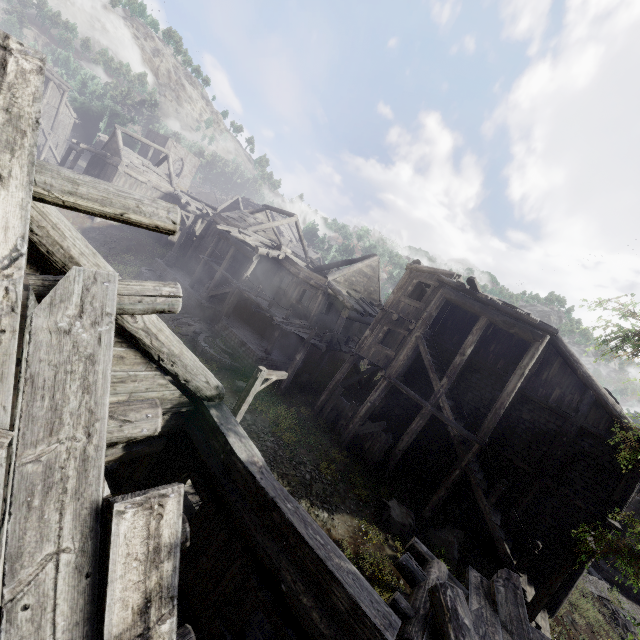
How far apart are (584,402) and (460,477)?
6.3 meters

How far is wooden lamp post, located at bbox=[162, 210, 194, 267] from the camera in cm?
2656

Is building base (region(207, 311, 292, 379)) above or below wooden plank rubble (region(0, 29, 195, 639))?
below

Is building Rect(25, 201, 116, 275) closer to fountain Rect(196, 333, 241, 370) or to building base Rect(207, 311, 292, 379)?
building base Rect(207, 311, 292, 379)

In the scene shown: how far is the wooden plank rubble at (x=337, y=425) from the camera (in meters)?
16.54

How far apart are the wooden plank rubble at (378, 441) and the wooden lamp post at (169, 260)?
20.7m

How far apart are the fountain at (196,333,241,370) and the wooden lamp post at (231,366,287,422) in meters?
7.1 m

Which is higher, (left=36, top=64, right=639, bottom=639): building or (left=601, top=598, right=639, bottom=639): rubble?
(left=36, top=64, right=639, bottom=639): building
